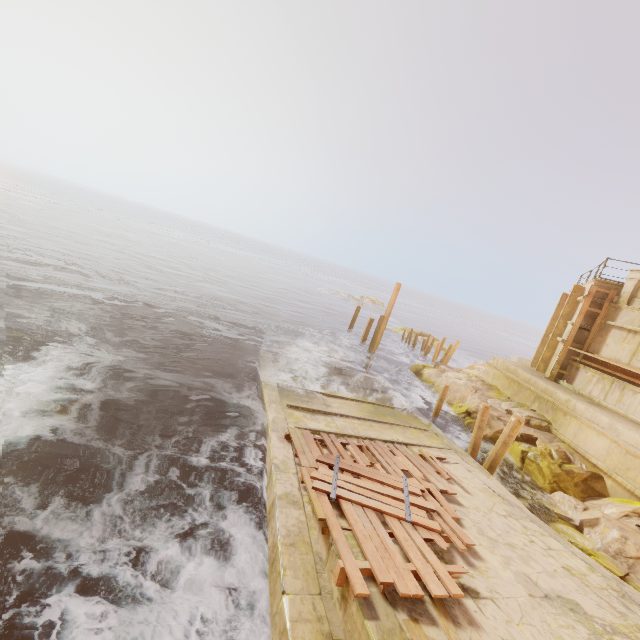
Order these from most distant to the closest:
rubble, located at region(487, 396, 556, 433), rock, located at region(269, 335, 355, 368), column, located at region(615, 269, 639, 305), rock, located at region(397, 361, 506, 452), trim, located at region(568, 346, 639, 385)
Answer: rock, located at region(269, 335, 355, 368) < rock, located at region(397, 361, 506, 452) < column, located at region(615, 269, 639, 305) < rubble, located at region(487, 396, 556, 433) < trim, located at region(568, 346, 639, 385)

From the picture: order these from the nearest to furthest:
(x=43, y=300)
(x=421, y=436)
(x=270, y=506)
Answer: (x=270, y=506) → (x=421, y=436) → (x=43, y=300)

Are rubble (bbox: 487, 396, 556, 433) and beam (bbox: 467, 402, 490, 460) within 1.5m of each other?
no

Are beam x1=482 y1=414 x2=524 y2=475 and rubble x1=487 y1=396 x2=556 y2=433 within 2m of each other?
no

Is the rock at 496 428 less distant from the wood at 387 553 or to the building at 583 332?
the building at 583 332

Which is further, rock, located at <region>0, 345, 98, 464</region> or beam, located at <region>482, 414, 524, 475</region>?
beam, located at <region>482, 414, 524, 475</region>

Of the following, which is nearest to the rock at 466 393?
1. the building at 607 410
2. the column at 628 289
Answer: the building at 607 410

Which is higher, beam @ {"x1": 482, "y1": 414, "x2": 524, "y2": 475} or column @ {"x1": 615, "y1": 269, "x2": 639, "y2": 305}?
column @ {"x1": 615, "y1": 269, "x2": 639, "y2": 305}
